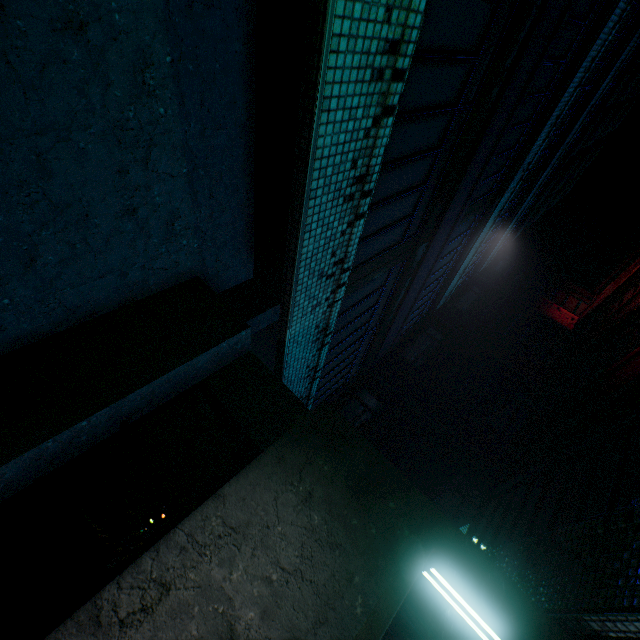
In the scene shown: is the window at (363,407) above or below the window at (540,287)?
below

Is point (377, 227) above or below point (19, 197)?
above

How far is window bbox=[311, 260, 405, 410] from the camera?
4.56m

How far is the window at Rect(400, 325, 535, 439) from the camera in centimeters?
726cm

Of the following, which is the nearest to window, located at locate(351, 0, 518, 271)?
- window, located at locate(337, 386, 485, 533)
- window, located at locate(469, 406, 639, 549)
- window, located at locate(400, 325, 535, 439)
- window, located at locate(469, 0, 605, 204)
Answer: window, located at locate(337, 386, 485, 533)

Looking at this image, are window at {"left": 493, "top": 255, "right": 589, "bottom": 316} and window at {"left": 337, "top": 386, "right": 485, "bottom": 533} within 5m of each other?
no

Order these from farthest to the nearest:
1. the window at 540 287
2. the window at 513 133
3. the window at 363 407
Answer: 1. the window at 540 287
2. the window at 363 407
3. the window at 513 133

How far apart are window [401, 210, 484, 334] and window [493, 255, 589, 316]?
4.6 meters
